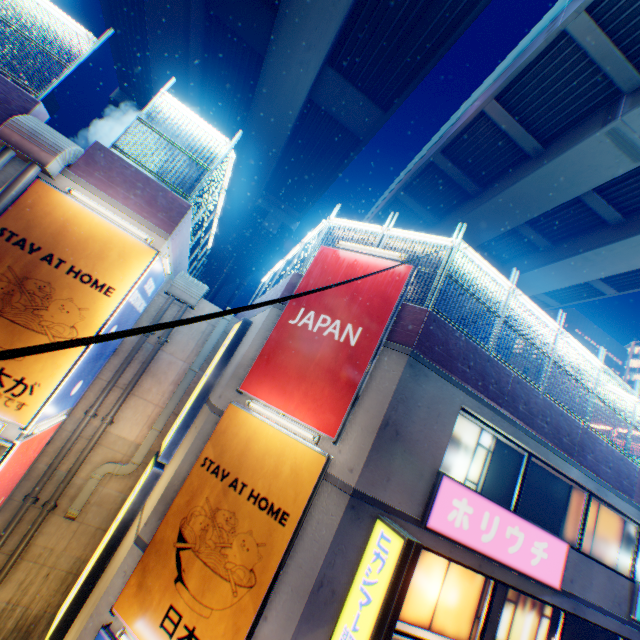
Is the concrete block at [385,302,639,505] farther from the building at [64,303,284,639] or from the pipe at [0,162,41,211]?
the pipe at [0,162,41,211]

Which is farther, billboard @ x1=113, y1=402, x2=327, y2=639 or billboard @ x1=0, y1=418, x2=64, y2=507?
billboard @ x1=0, y1=418, x2=64, y2=507

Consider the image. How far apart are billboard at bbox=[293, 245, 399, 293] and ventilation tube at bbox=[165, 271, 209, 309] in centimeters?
406cm

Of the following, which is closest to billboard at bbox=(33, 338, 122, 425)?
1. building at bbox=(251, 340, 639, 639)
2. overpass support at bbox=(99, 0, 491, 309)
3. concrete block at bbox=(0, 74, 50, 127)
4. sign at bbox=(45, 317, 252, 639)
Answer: sign at bbox=(45, 317, 252, 639)

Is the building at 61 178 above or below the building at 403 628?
above

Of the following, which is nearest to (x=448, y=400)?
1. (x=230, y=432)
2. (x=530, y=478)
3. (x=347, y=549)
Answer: (x=347, y=549)

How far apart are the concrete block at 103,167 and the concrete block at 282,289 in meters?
2.9 m

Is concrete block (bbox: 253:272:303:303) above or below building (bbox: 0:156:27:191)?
above
